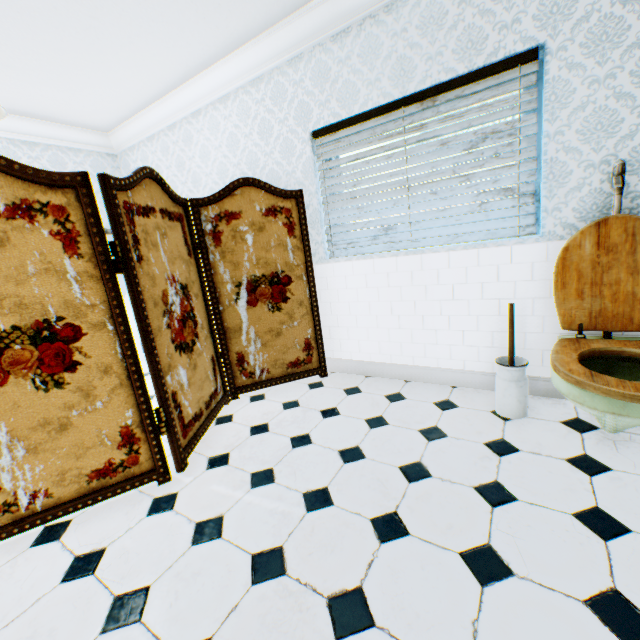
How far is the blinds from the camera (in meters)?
2.16

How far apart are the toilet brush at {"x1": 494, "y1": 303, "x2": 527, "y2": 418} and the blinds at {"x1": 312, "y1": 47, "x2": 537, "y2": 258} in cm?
61

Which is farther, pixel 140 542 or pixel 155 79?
pixel 155 79

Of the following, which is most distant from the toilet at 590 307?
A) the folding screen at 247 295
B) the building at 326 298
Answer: the folding screen at 247 295

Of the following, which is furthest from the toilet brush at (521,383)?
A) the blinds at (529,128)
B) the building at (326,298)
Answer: the blinds at (529,128)

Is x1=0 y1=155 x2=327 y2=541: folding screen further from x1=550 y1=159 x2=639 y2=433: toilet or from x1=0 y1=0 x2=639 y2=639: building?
x1=550 y1=159 x2=639 y2=433: toilet

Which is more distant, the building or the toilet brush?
the toilet brush

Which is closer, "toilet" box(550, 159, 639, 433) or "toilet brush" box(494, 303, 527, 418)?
"toilet" box(550, 159, 639, 433)
